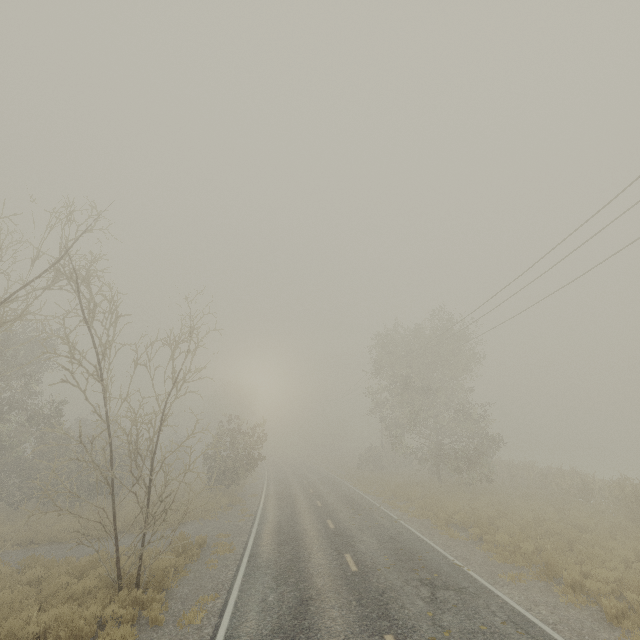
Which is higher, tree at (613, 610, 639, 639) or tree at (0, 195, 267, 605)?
tree at (0, 195, 267, 605)

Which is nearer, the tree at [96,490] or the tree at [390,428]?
the tree at [96,490]

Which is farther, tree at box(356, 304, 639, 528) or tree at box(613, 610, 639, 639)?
tree at box(356, 304, 639, 528)

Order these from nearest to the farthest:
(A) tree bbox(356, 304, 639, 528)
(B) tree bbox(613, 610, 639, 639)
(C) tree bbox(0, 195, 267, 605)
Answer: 1. (B) tree bbox(613, 610, 639, 639)
2. (C) tree bbox(0, 195, 267, 605)
3. (A) tree bbox(356, 304, 639, 528)

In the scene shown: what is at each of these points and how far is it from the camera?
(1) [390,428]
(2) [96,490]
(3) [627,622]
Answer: (1) tree, 28.9 meters
(2) tree, 10.0 meters
(3) tree, 7.4 meters

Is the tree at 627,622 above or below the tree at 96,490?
below
